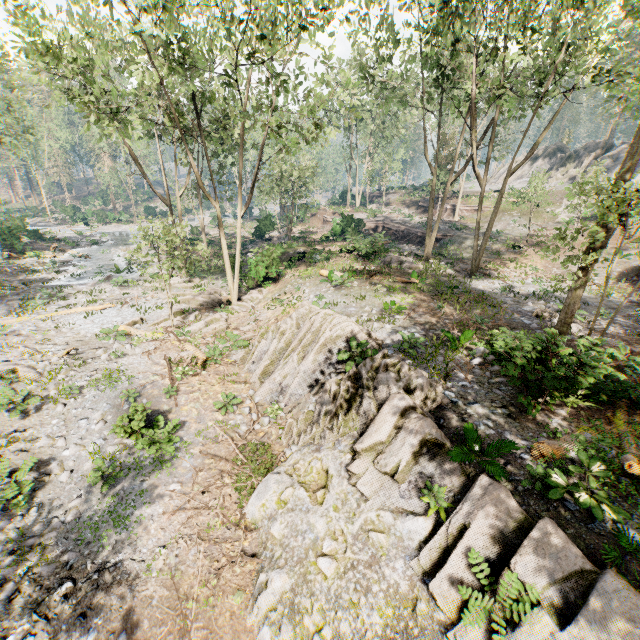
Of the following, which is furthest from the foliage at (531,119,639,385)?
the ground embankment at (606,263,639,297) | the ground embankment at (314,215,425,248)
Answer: the ground embankment at (606,263,639,297)

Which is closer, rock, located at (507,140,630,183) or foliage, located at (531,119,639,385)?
foliage, located at (531,119,639,385)

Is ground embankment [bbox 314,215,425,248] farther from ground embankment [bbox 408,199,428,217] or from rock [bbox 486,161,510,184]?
rock [bbox 486,161,510,184]

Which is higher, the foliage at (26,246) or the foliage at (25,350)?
the foliage at (25,350)

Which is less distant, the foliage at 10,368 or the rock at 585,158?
the foliage at 10,368

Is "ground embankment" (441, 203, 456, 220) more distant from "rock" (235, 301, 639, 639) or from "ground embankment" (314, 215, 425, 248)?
"rock" (235, 301, 639, 639)

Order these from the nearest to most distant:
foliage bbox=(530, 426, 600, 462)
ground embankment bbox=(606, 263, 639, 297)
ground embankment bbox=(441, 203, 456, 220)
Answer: foliage bbox=(530, 426, 600, 462) < ground embankment bbox=(606, 263, 639, 297) < ground embankment bbox=(441, 203, 456, 220)

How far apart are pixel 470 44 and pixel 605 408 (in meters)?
37.50
